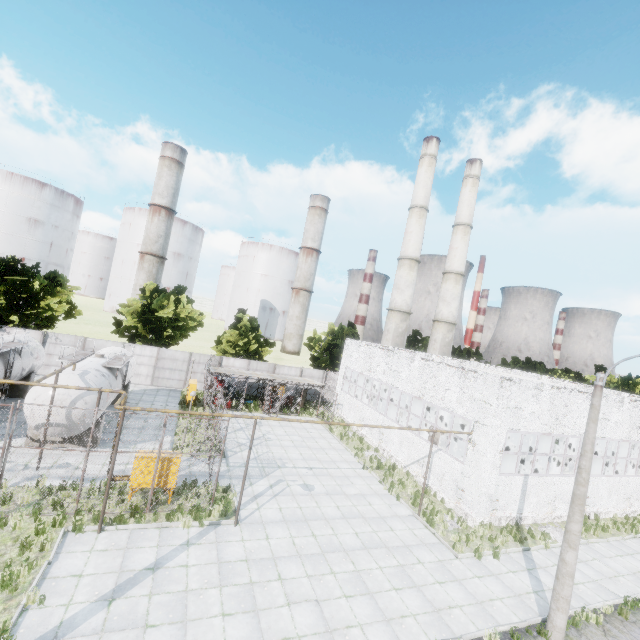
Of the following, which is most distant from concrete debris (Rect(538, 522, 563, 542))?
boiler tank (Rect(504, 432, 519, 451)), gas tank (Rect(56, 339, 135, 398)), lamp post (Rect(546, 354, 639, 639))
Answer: gas tank (Rect(56, 339, 135, 398))

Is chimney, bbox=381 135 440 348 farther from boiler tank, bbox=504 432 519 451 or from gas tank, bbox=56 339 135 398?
gas tank, bbox=56 339 135 398

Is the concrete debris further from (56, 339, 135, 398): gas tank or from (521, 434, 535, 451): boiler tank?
(56, 339, 135, 398): gas tank

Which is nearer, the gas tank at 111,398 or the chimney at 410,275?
the gas tank at 111,398

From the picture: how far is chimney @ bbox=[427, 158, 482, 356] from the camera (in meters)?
39.44

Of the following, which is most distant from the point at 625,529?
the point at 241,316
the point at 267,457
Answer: the point at 241,316

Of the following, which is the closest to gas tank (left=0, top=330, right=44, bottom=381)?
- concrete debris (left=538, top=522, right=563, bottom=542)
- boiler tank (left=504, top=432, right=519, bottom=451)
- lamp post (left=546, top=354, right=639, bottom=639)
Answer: lamp post (left=546, top=354, right=639, bottom=639)

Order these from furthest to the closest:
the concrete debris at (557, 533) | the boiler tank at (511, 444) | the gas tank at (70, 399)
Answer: the boiler tank at (511, 444) < the concrete debris at (557, 533) < the gas tank at (70, 399)
